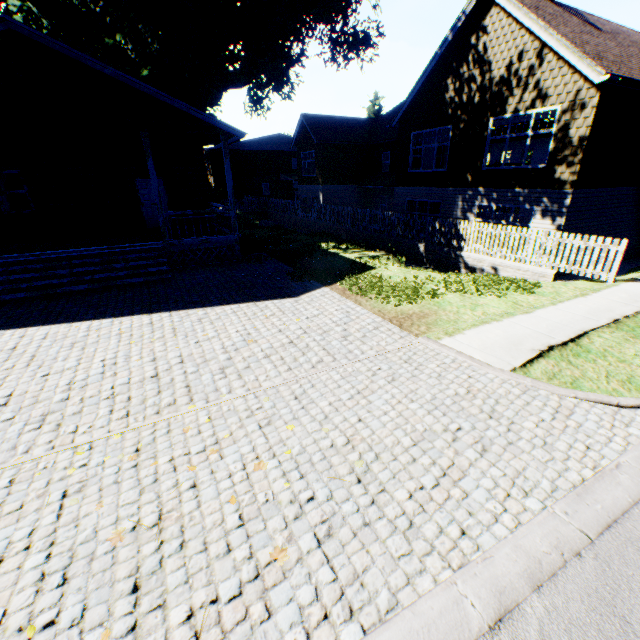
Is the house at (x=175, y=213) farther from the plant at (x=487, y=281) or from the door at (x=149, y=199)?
the plant at (x=487, y=281)

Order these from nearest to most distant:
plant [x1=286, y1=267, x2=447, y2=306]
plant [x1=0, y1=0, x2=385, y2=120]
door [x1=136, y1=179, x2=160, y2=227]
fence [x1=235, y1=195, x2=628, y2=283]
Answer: plant [x1=286, y1=267, x2=447, y2=306]
fence [x1=235, y1=195, x2=628, y2=283]
door [x1=136, y1=179, x2=160, y2=227]
plant [x1=0, y1=0, x2=385, y2=120]

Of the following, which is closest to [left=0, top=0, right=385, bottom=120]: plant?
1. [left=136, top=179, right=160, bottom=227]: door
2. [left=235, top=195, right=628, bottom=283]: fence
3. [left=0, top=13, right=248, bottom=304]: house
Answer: [left=235, top=195, right=628, bottom=283]: fence

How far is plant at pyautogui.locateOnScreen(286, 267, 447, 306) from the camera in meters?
8.7 m

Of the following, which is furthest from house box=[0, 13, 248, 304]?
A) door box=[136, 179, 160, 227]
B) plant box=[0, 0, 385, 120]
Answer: plant box=[0, 0, 385, 120]

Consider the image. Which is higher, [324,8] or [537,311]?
[324,8]

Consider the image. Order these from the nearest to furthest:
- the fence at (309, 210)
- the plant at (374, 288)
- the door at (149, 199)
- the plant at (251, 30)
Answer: the plant at (374, 288)
the fence at (309, 210)
the door at (149, 199)
the plant at (251, 30)
